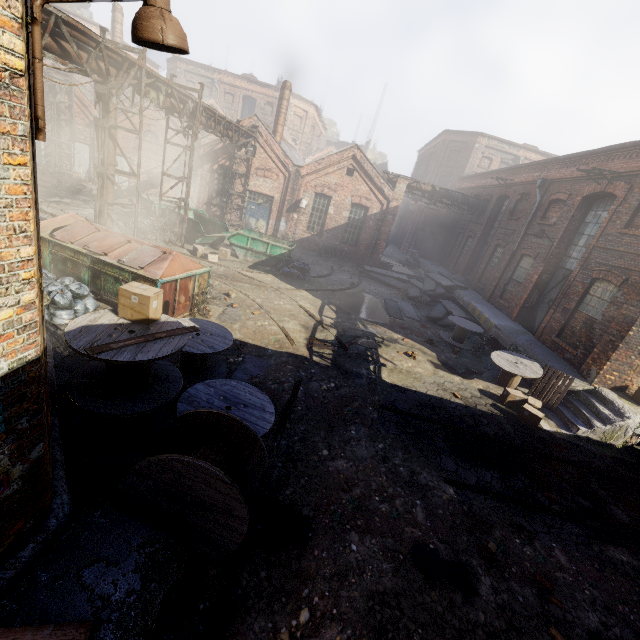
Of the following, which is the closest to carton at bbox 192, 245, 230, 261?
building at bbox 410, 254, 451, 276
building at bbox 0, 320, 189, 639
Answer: building at bbox 0, 320, 189, 639

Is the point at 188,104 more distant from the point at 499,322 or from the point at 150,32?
the point at 499,322

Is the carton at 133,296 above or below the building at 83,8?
below

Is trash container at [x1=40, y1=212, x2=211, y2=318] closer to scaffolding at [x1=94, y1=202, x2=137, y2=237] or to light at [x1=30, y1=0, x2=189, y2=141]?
scaffolding at [x1=94, y1=202, x2=137, y2=237]

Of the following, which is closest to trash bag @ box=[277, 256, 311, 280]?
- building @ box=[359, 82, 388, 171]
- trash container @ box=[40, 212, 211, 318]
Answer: trash container @ box=[40, 212, 211, 318]

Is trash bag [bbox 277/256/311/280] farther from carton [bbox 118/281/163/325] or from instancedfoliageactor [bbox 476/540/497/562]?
instancedfoliageactor [bbox 476/540/497/562]

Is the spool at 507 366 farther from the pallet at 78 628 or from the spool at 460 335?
the pallet at 78 628

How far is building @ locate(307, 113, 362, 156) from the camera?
48.7 meters
